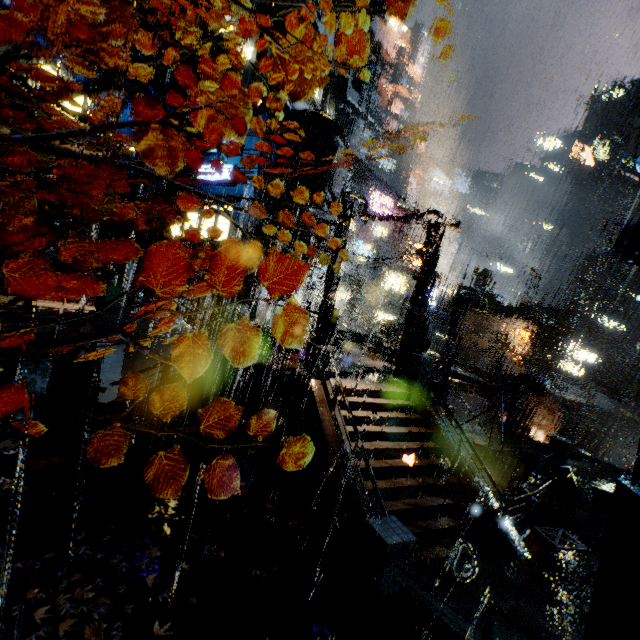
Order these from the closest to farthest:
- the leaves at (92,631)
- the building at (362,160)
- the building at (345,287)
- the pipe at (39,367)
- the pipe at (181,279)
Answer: the leaves at (92,631), the pipe at (39,367), the pipe at (181,279), the building at (345,287), the building at (362,160)

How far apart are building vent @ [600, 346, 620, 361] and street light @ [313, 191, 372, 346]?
60.42m

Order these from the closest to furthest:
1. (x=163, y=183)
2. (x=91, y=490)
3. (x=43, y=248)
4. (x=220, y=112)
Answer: (x=91, y=490)
(x=43, y=248)
(x=220, y=112)
(x=163, y=183)

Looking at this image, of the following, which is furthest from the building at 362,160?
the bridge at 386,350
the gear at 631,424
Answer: the gear at 631,424

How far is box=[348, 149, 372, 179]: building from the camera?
55.6 meters

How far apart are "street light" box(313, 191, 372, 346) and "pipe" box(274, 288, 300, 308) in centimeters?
1175cm

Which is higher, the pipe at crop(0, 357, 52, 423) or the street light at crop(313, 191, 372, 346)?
the street light at crop(313, 191, 372, 346)
